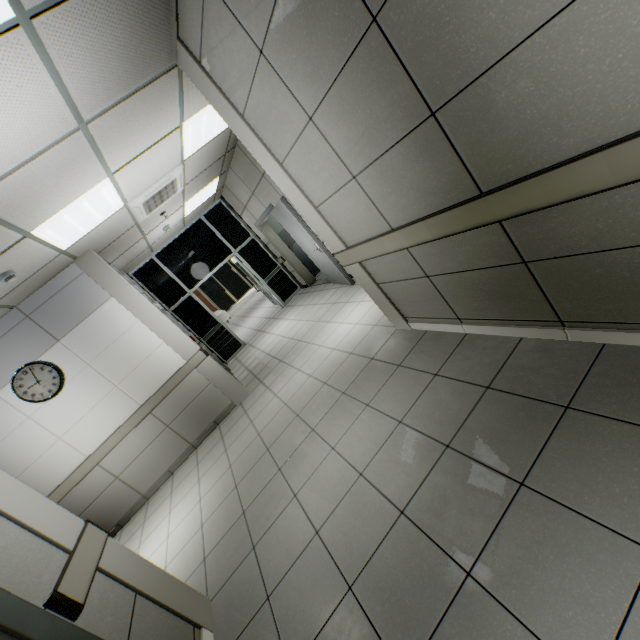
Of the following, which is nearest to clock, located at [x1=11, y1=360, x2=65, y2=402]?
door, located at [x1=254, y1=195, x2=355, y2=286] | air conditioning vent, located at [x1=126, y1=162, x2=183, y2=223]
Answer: air conditioning vent, located at [x1=126, y1=162, x2=183, y2=223]

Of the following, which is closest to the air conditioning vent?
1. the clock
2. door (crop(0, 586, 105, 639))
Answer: the clock

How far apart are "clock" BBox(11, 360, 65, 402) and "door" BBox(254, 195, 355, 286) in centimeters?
422cm

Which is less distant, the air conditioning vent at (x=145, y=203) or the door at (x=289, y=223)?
the air conditioning vent at (x=145, y=203)

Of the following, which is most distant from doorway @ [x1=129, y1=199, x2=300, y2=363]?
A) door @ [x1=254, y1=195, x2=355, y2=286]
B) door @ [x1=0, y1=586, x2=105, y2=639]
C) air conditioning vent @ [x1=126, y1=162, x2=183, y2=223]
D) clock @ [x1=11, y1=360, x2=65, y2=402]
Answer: door @ [x1=0, y1=586, x2=105, y2=639]

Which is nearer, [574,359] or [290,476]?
[574,359]

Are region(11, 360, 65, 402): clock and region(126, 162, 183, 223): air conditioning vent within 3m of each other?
yes

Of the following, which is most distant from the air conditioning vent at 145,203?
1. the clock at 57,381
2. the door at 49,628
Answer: the door at 49,628
